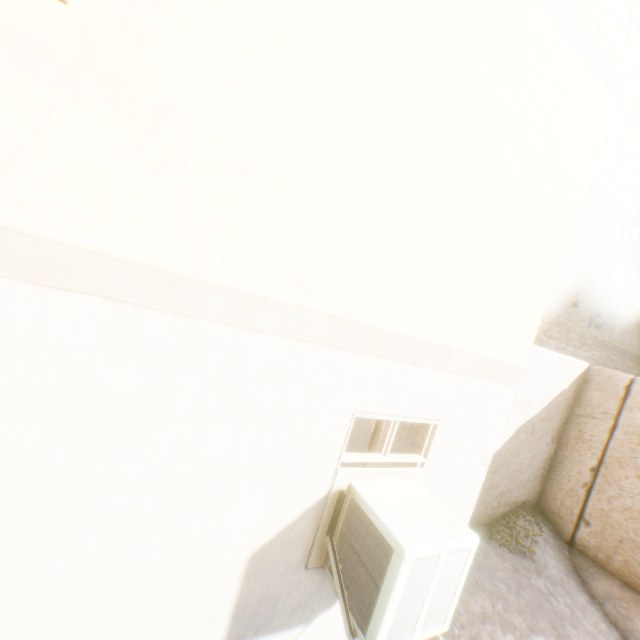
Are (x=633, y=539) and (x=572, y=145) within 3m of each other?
no
